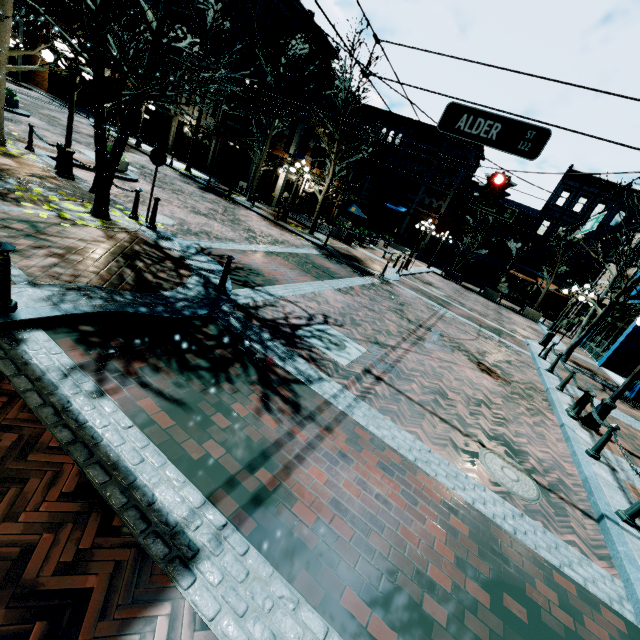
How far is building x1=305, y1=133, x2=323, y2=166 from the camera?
24.2 meters

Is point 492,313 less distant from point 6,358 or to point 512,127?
point 512,127

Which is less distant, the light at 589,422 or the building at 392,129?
the light at 589,422

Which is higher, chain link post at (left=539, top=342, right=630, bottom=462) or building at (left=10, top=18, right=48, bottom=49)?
building at (left=10, top=18, right=48, bottom=49)

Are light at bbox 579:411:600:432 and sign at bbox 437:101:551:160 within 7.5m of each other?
yes

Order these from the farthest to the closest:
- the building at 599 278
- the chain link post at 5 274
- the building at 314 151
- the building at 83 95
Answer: the building at 83 95
the building at 599 278
the building at 314 151
the chain link post at 5 274

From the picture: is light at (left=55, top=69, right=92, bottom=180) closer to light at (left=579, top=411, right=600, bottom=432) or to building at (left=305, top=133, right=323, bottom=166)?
building at (left=305, top=133, right=323, bottom=166)

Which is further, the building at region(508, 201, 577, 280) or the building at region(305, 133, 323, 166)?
the building at region(508, 201, 577, 280)
